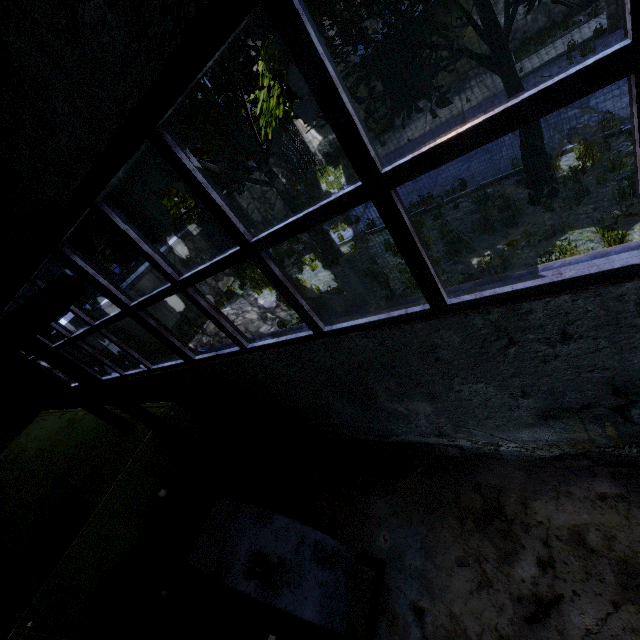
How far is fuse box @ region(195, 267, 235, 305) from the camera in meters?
15.9

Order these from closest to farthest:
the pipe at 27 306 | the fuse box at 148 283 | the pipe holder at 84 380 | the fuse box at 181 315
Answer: the pipe at 27 306 < the pipe holder at 84 380 < the fuse box at 148 283 < the fuse box at 181 315

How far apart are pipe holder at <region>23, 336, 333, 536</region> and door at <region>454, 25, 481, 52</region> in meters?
23.8

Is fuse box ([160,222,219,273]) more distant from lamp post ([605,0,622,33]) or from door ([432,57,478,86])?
lamp post ([605,0,622,33])

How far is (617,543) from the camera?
3.04m

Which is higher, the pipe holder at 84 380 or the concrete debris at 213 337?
the pipe holder at 84 380

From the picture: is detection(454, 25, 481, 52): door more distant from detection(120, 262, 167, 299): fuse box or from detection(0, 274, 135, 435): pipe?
detection(0, 274, 135, 435): pipe

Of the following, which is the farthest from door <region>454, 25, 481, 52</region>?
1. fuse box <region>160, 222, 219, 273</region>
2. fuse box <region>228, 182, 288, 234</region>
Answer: fuse box <region>160, 222, 219, 273</region>
